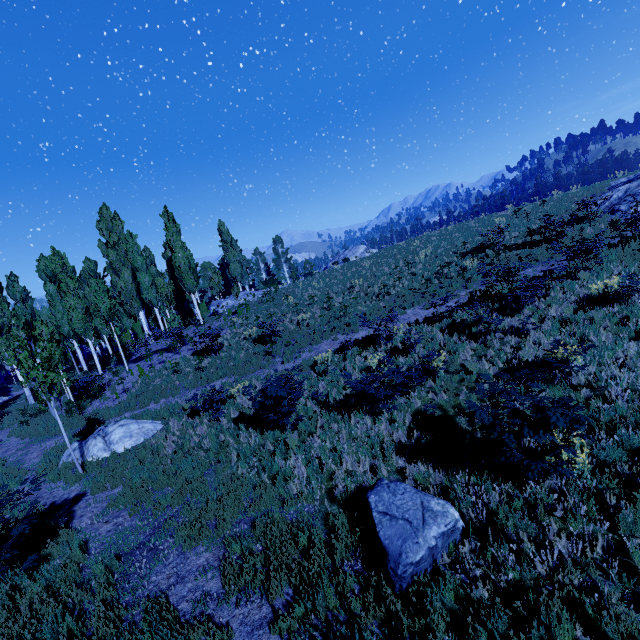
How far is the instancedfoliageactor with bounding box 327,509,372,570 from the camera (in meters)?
5.19

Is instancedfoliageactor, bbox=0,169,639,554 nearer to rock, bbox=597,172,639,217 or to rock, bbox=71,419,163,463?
rock, bbox=71,419,163,463

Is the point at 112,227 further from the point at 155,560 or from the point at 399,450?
the point at 399,450

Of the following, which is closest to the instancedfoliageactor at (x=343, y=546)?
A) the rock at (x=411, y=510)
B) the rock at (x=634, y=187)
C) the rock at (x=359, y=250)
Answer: the rock at (x=411, y=510)

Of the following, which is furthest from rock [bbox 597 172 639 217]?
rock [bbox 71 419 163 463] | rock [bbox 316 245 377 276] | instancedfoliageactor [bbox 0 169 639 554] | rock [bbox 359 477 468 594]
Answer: rock [bbox 316 245 377 276]

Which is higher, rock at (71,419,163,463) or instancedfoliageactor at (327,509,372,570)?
rock at (71,419,163,463)

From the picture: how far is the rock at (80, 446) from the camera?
→ 11.5m

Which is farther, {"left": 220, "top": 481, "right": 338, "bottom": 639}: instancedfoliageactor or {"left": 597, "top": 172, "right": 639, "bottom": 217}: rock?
{"left": 597, "top": 172, "right": 639, "bottom": 217}: rock
